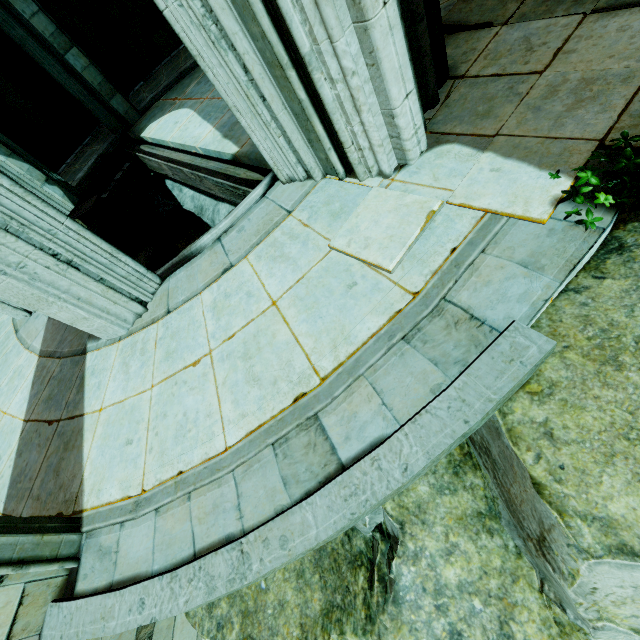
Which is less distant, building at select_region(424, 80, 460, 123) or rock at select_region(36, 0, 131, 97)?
building at select_region(424, 80, 460, 123)

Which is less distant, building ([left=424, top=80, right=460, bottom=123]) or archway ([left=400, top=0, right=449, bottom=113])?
archway ([left=400, top=0, right=449, bottom=113])

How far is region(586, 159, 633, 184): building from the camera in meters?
2.2

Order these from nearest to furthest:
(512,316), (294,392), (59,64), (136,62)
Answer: (512,316)
(294,392)
(59,64)
(136,62)

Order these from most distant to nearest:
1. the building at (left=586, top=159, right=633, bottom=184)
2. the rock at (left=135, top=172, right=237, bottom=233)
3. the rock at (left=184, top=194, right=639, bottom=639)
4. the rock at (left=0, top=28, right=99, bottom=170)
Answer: the rock at (left=0, top=28, right=99, bottom=170) → the rock at (left=135, top=172, right=237, bottom=233) → the building at (left=586, top=159, right=633, bottom=184) → the rock at (left=184, top=194, right=639, bottom=639)

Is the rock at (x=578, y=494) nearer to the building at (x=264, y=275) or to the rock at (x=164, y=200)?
the building at (x=264, y=275)

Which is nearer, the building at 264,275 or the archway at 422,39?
the building at 264,275

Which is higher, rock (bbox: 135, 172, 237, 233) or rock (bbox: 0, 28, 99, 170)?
rock (bbox: 0, 28, 99, 170)
